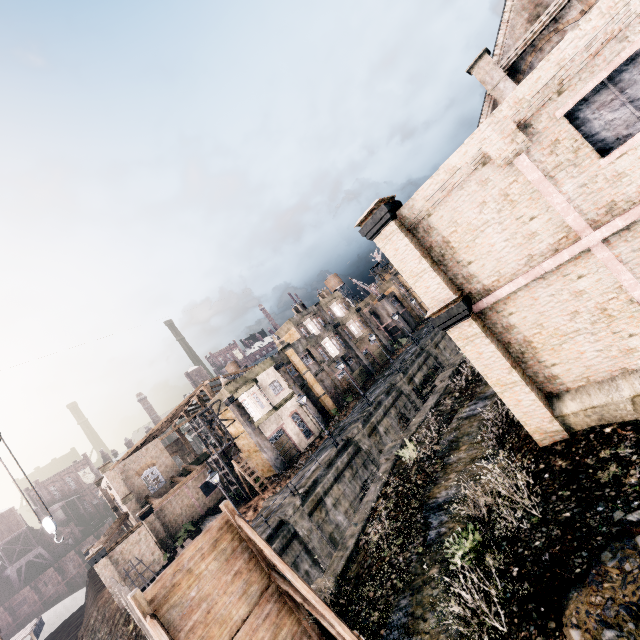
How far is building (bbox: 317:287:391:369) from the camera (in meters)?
50.44

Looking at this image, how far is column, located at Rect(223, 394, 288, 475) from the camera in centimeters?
3309cm

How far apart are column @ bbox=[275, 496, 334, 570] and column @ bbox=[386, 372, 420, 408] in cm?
1588

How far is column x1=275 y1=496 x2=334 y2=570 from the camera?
21.7m

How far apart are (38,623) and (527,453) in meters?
26.3 m

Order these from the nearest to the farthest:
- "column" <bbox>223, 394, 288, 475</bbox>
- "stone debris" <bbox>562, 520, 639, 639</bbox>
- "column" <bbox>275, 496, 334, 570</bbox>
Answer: "stone debris" <bbox>562, 520, 639, 639</bbox> → "column" <bbox>275, 496, 334, 570</bbox> → "column" <bbox>223, 394, 288, 475</bbox>

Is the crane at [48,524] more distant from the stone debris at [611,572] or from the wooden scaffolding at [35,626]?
the stone debris at [611,572]

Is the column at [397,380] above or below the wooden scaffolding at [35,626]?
below
